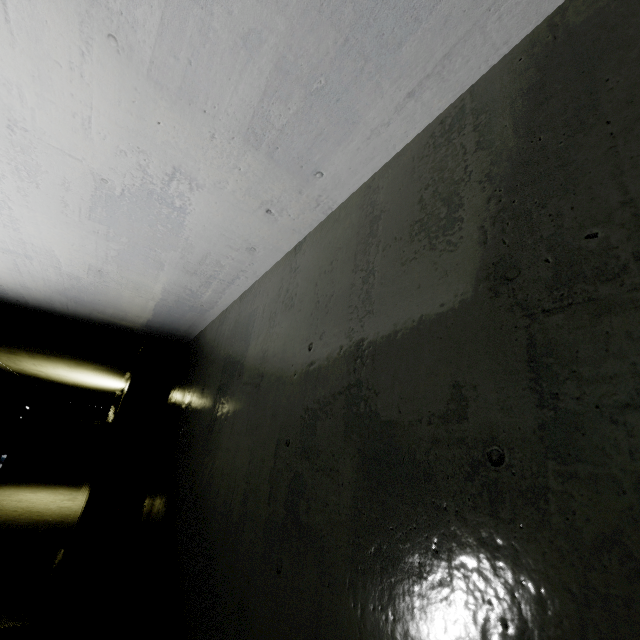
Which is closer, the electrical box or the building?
the building

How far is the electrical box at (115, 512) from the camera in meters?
4.3 m

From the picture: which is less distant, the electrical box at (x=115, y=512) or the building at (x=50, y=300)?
the building at (x=50, y=300)

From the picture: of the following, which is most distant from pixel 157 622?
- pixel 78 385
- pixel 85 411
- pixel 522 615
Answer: pixel 85 411

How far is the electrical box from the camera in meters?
4.3 m
